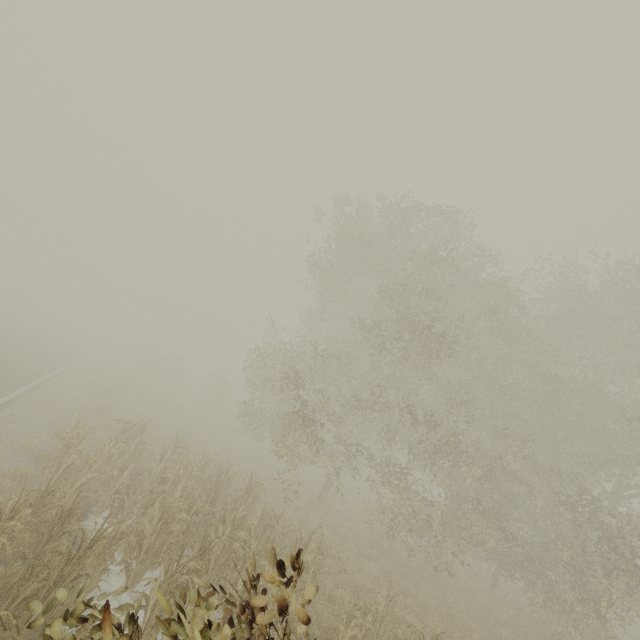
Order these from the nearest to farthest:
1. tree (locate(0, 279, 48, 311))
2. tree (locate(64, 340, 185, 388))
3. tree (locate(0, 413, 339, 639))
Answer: tree (locate(0, 413, 339, 639)) → tree (locate(64, 340, 185, 388)) → tree (locate(0, 279, 48, 311))

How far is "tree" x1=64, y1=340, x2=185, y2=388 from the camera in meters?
24.5 m

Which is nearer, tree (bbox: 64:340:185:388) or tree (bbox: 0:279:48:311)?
tree (bbox: 64:340:185:388)

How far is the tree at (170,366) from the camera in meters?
24.5

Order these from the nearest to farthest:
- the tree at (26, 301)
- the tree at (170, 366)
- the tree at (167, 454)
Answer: the tree at (167, 454)
the tree at (170, 366)
the tree at (26, 301)

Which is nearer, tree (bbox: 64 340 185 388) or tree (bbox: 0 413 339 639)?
tree (bbox: 0 413 339 639)

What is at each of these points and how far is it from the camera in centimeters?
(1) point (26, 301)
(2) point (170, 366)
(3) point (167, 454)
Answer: (1) tree, 4919cm
(2) tree, 3569cm
(3) tree, 1153cm
